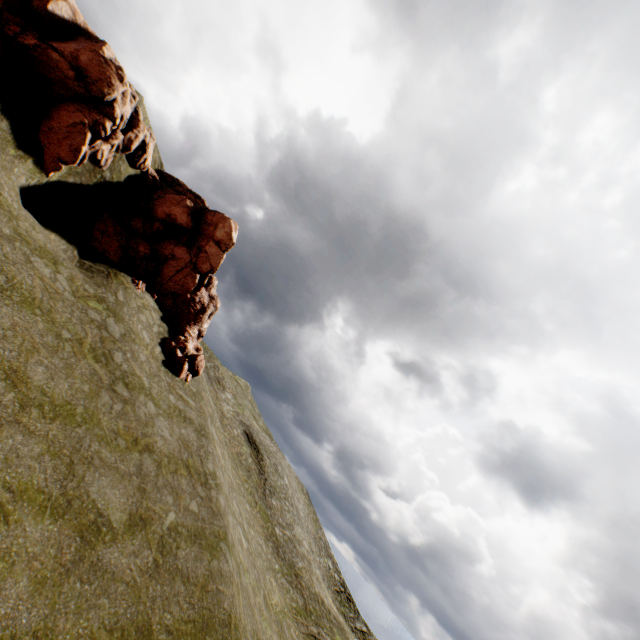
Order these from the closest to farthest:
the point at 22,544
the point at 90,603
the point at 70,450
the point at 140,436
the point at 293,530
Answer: the point at 22,544, the point at 90,603, the point at 70,450, the point at 140,436, the point at 293,530
